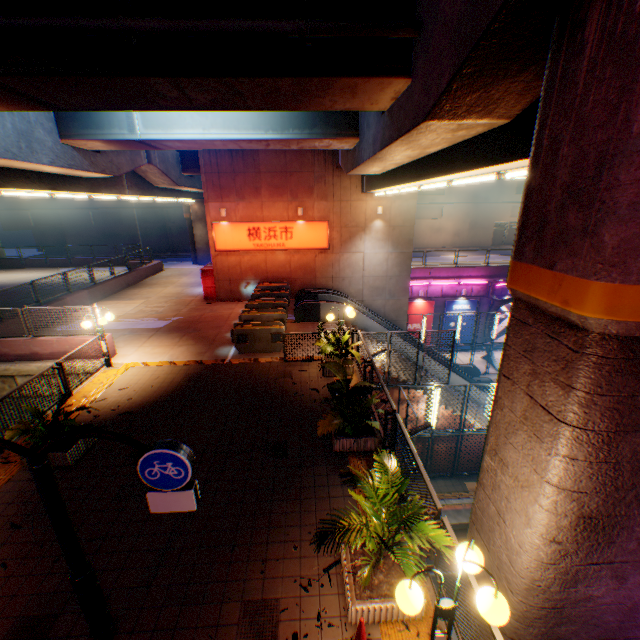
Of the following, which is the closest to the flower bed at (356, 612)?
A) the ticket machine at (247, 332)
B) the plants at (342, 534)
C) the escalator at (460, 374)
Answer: the plants at (342, 534)

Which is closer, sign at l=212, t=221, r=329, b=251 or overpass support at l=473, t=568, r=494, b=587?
overpass support at l=473, t=568, r=494, b=587

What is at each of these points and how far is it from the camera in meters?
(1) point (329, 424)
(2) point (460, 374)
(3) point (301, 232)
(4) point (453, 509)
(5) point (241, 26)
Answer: (1) plants, 7.4
(2) escalator, 20.0
(3) sign, 18.8
(4) railway, 13.1
(5) pipe, 5.0

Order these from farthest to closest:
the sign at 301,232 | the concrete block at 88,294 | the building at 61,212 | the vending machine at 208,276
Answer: the building at 61,212 → the vending machine at 208,276 → the sign at 301,232 → the concrete block at 88,294

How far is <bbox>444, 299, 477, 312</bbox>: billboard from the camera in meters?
25.4 m

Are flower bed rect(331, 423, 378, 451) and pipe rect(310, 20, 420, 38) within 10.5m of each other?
yes

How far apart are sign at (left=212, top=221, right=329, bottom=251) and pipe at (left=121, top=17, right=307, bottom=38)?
13.42m

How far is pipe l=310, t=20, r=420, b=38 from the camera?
5.0 meters
